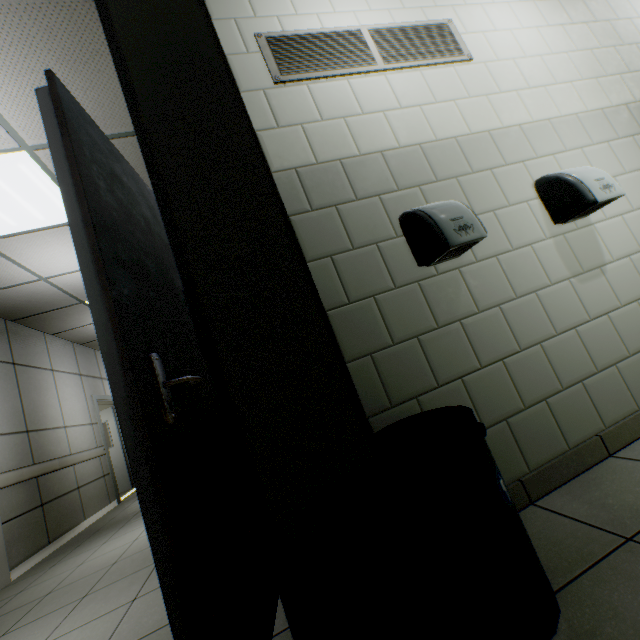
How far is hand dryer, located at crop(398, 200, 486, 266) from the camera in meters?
1.4

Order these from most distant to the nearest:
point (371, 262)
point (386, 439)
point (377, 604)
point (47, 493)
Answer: point (47, 493)
point (371, 262)
point (386, 439)
point (377, 604)

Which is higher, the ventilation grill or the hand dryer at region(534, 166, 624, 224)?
the ventilation grill

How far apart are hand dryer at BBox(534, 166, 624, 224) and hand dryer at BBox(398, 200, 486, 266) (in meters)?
0.68

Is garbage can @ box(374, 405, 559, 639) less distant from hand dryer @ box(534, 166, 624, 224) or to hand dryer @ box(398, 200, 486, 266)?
hand dryer @ box(398, 200, 486, 266)

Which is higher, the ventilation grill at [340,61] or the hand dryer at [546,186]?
the ventilation grill at [340,61]

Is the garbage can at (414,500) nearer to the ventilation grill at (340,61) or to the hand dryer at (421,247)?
the hand dryer at (421,247)

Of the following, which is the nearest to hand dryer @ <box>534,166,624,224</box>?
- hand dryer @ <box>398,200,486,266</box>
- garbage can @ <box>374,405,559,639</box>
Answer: hand dryer @ <box>398,200,486,266</box>
